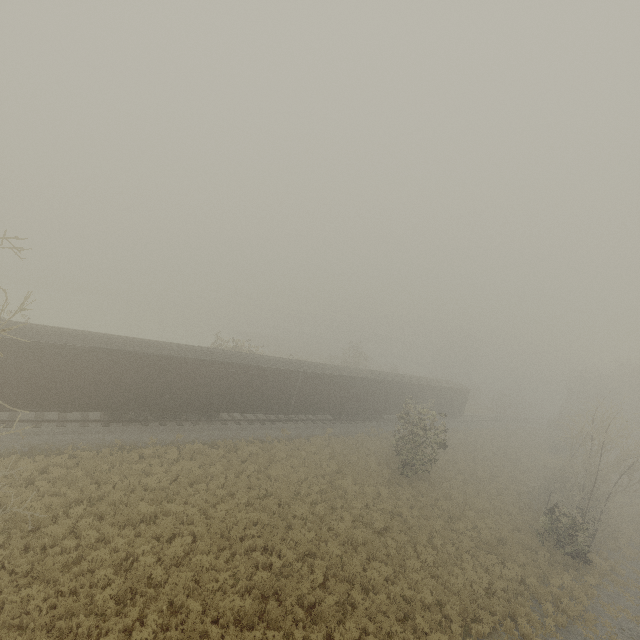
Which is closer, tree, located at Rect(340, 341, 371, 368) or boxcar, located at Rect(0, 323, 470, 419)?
boxcar, located at Rect(0, 323, 470, 419)

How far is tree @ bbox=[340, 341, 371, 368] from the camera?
46.0m

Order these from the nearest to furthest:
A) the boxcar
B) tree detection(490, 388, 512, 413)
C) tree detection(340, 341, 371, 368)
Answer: the boxcar → tree detection(340, 341, 371, 368) → tree detection(490, 388, 512, 413)

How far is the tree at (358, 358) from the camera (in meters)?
46.00

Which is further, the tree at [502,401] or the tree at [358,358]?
the tree at [502,401]

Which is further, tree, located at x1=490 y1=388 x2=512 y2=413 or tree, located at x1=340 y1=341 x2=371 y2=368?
tree, located at x1=490 y1=388 x2=512 y2=413

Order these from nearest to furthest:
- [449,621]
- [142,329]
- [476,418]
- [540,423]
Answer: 1. [449,621]
2. [476,418]
3. [142,329]
4. [540,423]
